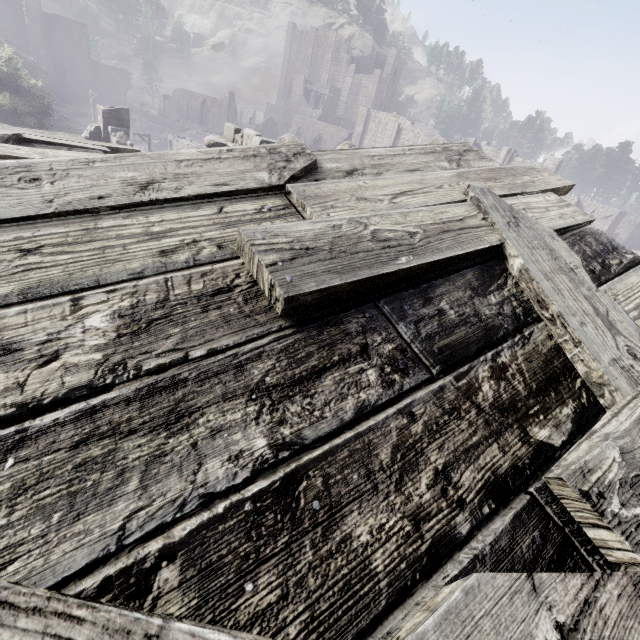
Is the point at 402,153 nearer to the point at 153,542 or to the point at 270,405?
the point at 270,405

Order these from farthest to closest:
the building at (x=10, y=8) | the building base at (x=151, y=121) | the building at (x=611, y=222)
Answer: the building base at (x=151, y=121), the building at (x=611, y=222), the building at (x=10, y=8)

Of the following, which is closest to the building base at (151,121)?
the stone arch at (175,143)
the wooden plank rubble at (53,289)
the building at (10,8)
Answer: the building at (10,8)

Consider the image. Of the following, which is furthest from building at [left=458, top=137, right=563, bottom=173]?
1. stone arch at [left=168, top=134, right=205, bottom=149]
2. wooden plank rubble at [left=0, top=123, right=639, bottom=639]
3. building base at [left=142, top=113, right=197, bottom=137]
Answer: building base at [left=142, top=113, right=197, bottom=137]

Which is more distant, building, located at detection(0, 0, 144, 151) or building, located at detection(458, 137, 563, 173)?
building, located at detection(458, 137, 563, 173)

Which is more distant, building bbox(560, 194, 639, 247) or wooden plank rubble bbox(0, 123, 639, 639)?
building bbox(560, 194, 639, 247)

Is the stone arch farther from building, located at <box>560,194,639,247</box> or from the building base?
the building base
